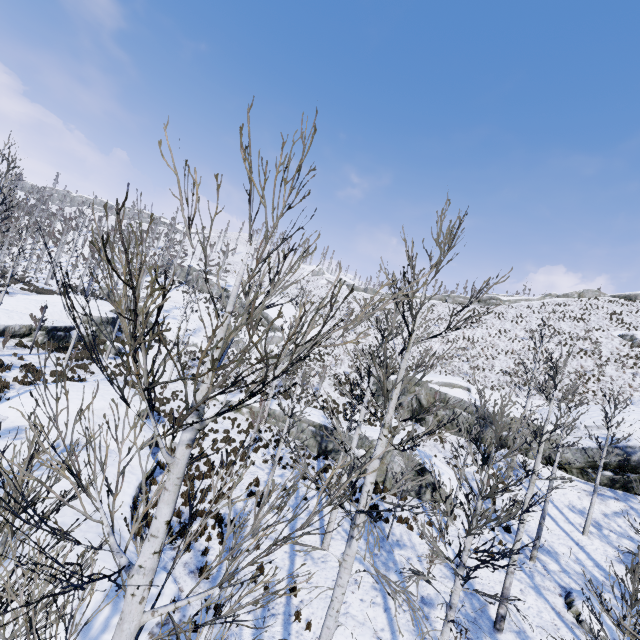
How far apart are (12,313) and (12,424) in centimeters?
1357cm

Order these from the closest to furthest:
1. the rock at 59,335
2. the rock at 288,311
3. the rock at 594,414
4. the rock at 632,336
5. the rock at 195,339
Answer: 1. the rock at 594,414
2. the rock at 59,335
3. the rock at 632,336
4. the rock at 195,339
5. the rock at 288,311

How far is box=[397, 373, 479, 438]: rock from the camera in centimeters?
2467cm

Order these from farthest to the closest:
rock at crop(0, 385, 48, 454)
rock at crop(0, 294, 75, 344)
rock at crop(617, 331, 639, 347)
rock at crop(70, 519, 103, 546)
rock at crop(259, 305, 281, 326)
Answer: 1. rock at crop(259, 305, 281, 326)
2. rock at crop(617, 331, 639, 347)
3. rock at crop(0, 294, 75, 344)
4. rock at crop(0, 385, 48, 454)
5. rock at crop(70, 519, 103, 546)

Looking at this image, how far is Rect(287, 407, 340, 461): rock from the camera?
21.6m

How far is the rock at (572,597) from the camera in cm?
1093

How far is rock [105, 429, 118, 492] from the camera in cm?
1144
